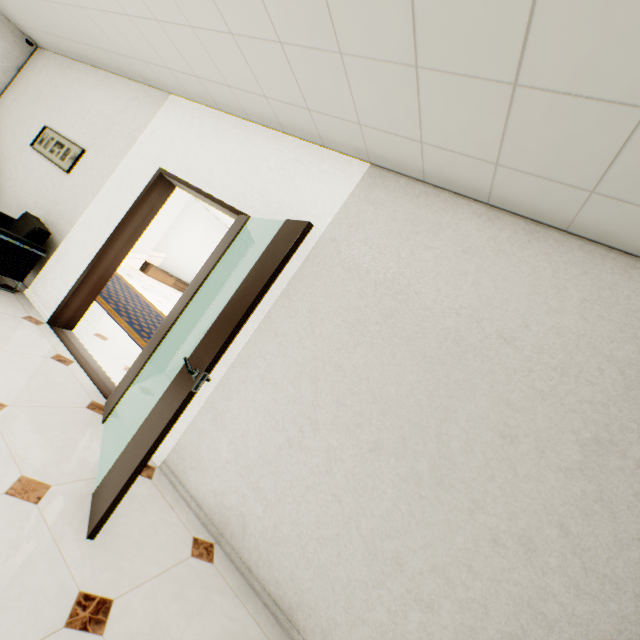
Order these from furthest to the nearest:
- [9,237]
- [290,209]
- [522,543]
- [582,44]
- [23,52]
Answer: [23,52], [9,237], [290,209], [522,543], [582,44]

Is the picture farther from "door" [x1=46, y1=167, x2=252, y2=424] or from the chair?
"door" [x1=46, y1=167, x2=252, y2=424]

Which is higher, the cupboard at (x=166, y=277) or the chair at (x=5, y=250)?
the chair at (x=5, y=250)

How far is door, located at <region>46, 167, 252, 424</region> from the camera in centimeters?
264cm

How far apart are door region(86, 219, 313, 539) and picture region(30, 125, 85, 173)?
4.0 meters

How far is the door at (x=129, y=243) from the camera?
2.64m

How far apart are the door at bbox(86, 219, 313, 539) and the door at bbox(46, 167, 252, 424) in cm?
76

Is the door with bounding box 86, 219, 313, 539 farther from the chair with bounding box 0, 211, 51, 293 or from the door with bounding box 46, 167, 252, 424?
the chair with bounding box 0, 211, 51, 293
